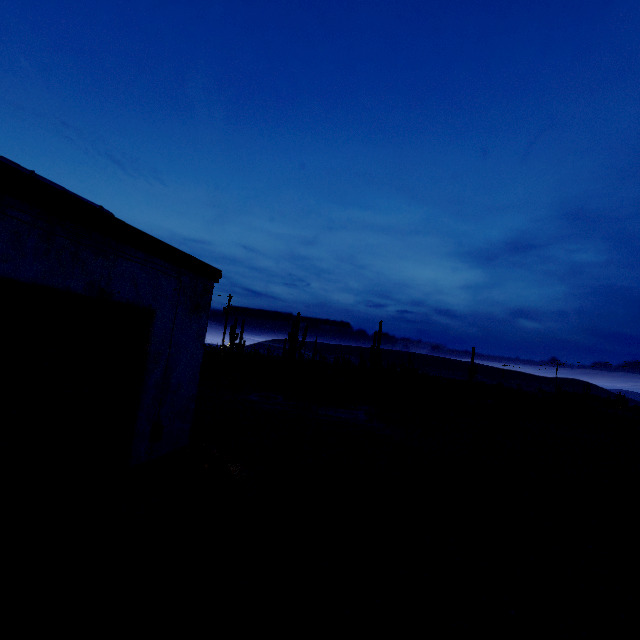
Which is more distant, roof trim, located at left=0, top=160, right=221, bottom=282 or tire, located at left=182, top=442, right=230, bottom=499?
tire, located at left=182, top=442, right=230, bottom=499

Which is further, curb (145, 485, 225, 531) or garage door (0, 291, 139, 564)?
curb (145, 485, 225, 531)

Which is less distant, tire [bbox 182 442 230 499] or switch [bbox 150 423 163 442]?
switch [bbox 150 423 163 442]

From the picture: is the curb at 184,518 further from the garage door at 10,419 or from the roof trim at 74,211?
the roof trim at 74,211

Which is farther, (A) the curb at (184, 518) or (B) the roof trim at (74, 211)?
(A) the curb at (184, 518)

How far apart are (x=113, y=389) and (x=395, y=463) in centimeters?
838cm

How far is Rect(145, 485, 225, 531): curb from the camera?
4.9 meters

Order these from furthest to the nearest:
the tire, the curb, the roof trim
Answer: the tire, the curb, the roof trim
